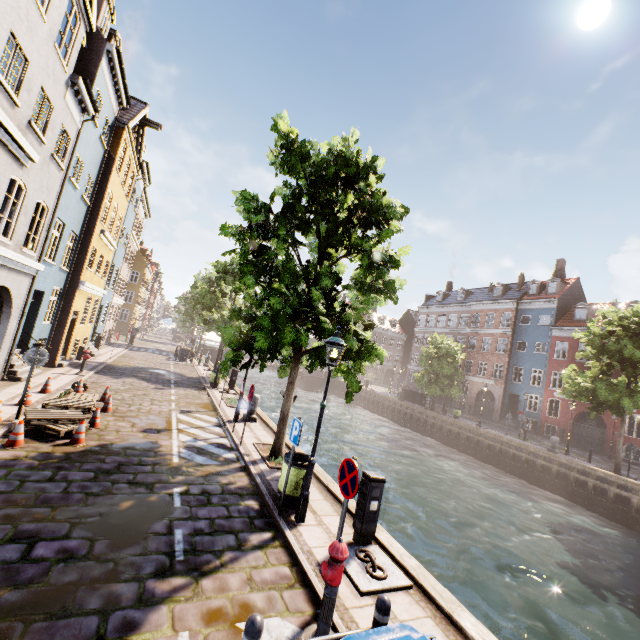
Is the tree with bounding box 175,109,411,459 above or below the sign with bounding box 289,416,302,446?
above

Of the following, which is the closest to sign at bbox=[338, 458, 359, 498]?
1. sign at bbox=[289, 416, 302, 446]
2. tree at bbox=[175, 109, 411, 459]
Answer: sign at bbox=[289, 416, 302, 446]

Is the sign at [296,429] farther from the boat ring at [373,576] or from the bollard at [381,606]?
the bollard at [381,606]

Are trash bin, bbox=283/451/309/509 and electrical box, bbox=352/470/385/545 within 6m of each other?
yes

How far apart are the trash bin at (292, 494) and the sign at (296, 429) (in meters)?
0.50

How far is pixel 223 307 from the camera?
24.73m

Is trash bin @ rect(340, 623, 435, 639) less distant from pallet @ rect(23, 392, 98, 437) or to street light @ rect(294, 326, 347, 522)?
street light @ rect(294, 326, 347, 522)

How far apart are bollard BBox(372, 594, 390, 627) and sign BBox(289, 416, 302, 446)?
3.2m
